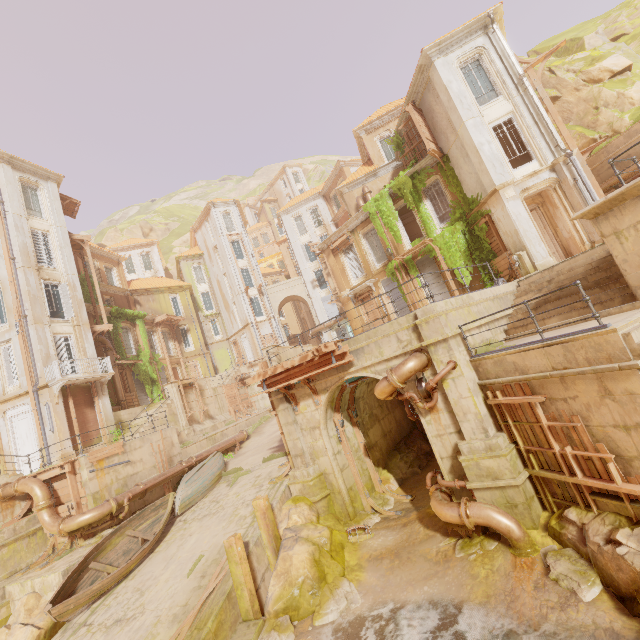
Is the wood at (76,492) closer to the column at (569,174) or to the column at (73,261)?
the column at (73,261)

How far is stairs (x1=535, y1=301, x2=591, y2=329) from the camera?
8.5 meters

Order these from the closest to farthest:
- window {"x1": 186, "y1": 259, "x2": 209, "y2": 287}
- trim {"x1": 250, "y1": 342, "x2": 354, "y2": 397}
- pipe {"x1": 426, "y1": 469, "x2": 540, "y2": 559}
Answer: pipe {"x1": 426, "y1": 469, "x2": 540, "y2": 559}
trim {"x1": 250, "y1": 342, "x2": 354, "y2": 397}
window {"x1": 186, "y1": 259, "x2": 209, "y2": 287}

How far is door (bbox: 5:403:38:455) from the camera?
18.28m

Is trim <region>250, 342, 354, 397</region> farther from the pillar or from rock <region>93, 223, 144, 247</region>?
rock <region>93, 223, 144, 247</region>

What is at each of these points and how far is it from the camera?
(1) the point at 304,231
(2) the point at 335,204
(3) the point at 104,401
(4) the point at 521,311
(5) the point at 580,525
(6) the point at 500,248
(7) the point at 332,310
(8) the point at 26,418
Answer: (1) window, 41.25m
(2) window, 39.28m
(3) column, 21.09m
(4) stairs, 11.05m
(5) rock, 7.02m
(6) wood, 16.88m
(7) shutter, 39.00m
(8) door, 18.62m

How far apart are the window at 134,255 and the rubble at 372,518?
43.4 meters

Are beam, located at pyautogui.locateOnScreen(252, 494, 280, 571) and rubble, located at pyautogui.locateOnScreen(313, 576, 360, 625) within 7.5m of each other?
yes
